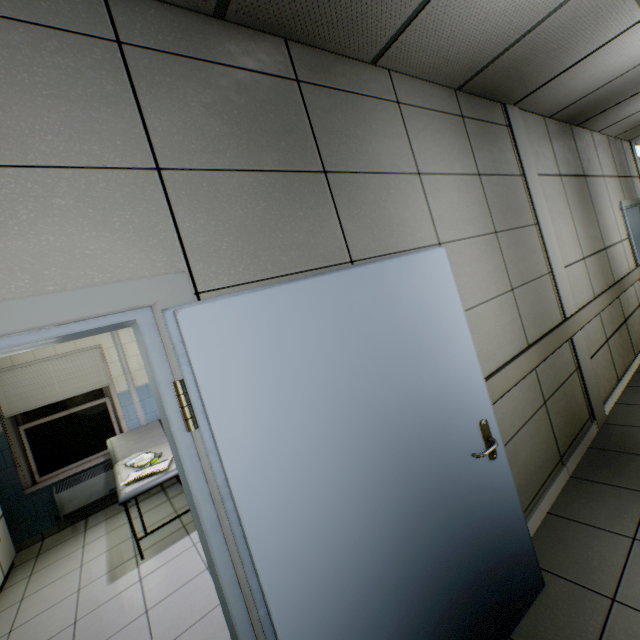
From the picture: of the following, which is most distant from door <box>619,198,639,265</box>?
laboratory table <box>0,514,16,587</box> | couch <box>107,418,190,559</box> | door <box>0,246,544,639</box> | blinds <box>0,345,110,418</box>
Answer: laboratory table <box>0,514,16,587</box>

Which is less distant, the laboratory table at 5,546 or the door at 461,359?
the door at 461,359

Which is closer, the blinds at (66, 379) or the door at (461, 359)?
the door at (461, 359)

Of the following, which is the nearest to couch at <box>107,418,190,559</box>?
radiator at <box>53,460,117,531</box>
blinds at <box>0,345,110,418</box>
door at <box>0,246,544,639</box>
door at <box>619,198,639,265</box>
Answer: radiator at <box>53,460,117,531</box>

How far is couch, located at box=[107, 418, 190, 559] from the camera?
3.28m

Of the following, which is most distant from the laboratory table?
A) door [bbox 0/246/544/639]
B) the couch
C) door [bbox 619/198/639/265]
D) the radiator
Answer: door [bbox 619/198/639/265]

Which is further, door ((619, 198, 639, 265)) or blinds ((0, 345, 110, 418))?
door ((619, 198, 639, 265))

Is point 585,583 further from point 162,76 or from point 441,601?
point 162,76
